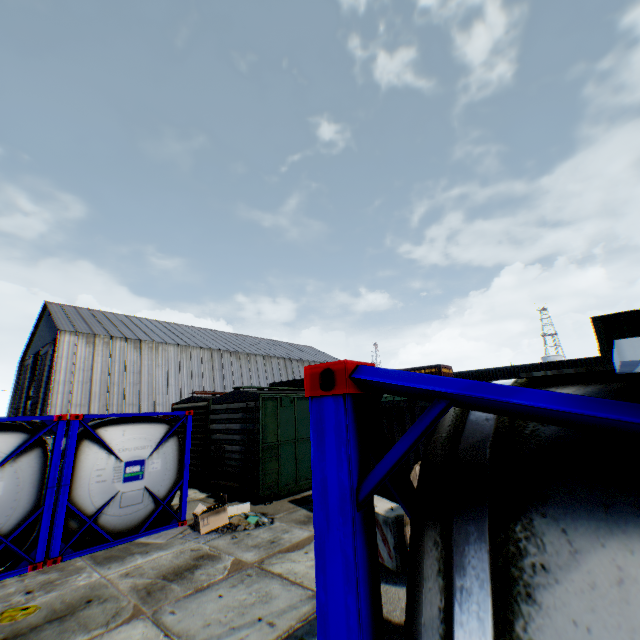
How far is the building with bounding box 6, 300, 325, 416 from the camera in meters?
30.1

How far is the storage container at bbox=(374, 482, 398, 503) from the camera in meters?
7.5 m

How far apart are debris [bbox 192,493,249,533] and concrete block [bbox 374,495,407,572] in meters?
3.3

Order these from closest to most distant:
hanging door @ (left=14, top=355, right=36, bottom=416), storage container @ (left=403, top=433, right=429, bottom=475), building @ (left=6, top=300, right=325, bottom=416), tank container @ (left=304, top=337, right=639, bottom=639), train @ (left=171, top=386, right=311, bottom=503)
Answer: tank container @ (left=304, top=337, right=639, bottom=639) < storage container @ (left=403, top=433, right=429, bottom=475) < train @ (left=171, top=386, right=311, bottom=503) < building @ (left=6, top=300, right=325, bottom=416) < hanging door @ (left=14, top=355, right=36, bottom=416)

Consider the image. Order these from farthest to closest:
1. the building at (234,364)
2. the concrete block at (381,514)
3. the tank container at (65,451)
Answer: the building at (234,364)
the tank container at (65,451)
the concrete block at (381,514)

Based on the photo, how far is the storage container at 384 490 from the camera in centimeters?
750cm

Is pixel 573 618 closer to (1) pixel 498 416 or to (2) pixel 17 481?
(1) pixel 498 416

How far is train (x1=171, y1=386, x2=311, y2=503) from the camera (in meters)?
10.79
